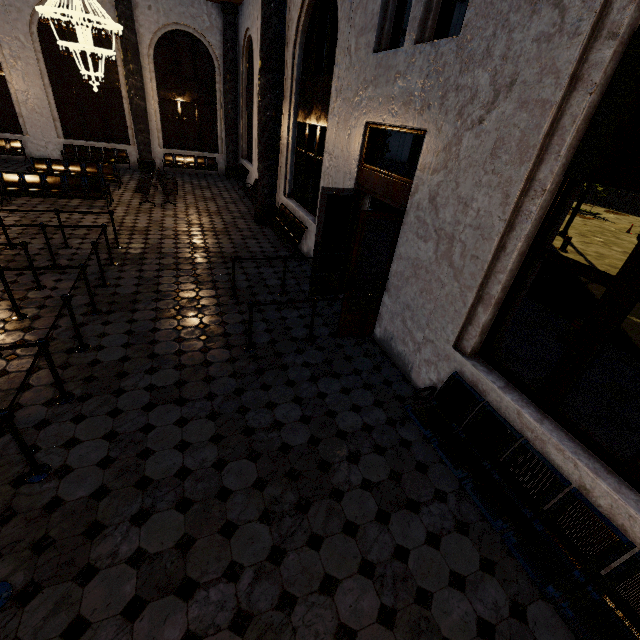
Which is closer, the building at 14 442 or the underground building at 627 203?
the building at 14 442

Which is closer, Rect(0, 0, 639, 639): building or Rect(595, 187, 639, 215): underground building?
Rect(0, 0, 639, 639): building

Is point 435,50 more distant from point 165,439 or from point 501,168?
point 165,439
